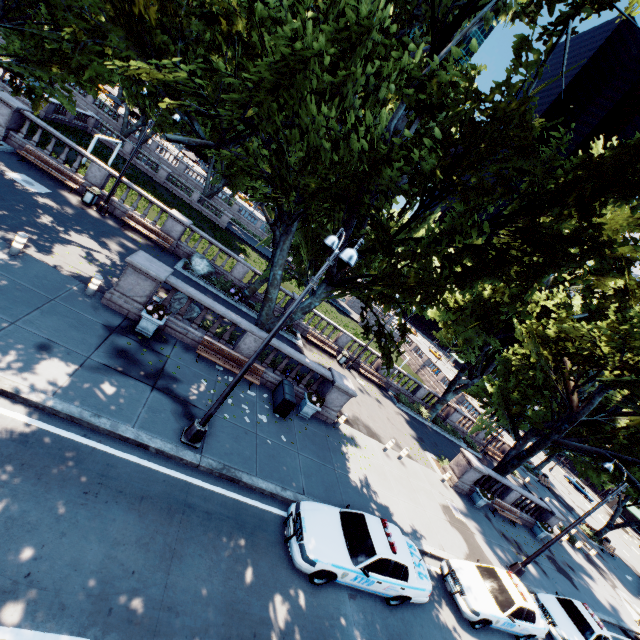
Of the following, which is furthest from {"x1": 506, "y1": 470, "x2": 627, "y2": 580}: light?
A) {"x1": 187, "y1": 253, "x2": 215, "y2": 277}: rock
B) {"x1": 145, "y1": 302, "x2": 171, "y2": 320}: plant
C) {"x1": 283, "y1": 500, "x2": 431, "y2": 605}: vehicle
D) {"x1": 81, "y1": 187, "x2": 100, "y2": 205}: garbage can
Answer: {"x1": 81, "y1": 187, "x2": 100, "y2": 205}: garbage can

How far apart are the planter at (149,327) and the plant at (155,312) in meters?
0.0

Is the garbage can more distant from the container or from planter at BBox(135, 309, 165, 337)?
the container

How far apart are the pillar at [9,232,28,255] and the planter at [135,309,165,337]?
4.2 meters

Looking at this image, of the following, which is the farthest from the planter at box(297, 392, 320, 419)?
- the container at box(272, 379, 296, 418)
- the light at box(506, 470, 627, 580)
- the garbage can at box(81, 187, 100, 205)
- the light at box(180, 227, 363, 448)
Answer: the garbage can at box(81, 187, 100, 205)

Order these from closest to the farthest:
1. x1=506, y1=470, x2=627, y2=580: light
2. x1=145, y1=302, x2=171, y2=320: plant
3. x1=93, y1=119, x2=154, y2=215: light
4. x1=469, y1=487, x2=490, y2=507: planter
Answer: x1=145, y1=302, x2=171, y2=320: plant
x1=506, y1=470, x2=627, y2=580: light
x1=93, y1=119, x2=154, y2=215: light
x1=469, y1=487, x2=490, y2=507: planter

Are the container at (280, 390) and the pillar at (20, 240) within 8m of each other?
no

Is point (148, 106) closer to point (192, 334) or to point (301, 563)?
point (192, 334)
